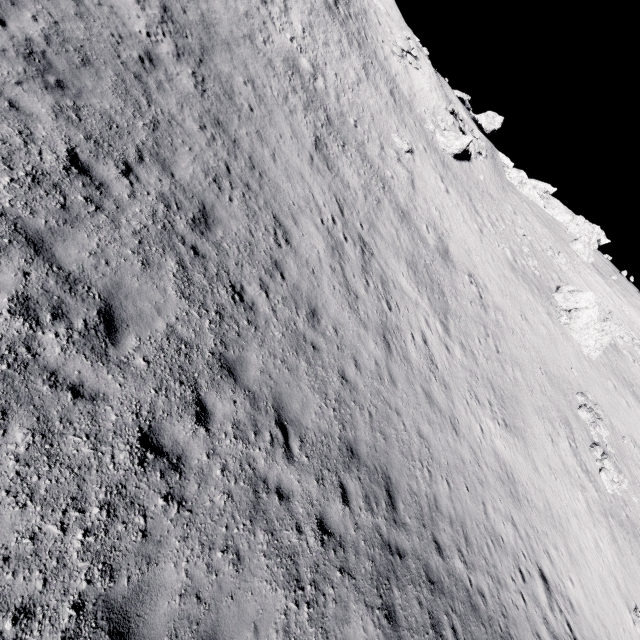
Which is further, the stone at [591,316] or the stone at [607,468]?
the stone at [591,316]

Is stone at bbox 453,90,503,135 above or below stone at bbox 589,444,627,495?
above

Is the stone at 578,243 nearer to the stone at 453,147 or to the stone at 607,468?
the stone at 453,147

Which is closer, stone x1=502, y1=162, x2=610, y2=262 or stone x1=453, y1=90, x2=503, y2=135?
stone x1=502, y1=162, x2=610, y2=262

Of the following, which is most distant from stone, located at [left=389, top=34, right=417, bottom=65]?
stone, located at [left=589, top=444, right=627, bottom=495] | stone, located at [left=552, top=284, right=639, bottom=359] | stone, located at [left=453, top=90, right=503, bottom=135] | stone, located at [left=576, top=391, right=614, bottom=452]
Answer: stone, located at [left=589, top=444, right=627, bottom=495]

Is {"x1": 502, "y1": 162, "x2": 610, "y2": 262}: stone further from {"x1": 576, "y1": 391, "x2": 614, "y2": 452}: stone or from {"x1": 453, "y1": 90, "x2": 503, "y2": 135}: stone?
{"x1": 576, "y1": 391, "x2": 614, "y2": 452}: stone

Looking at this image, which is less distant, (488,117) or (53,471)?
(53,471)

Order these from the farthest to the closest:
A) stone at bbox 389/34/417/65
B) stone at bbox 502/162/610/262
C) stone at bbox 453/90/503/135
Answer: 1. stone at bbox 453/90/503/135
2. stone at bbox 502/162/610/262
3. stone at bbox 389/34/417/65
